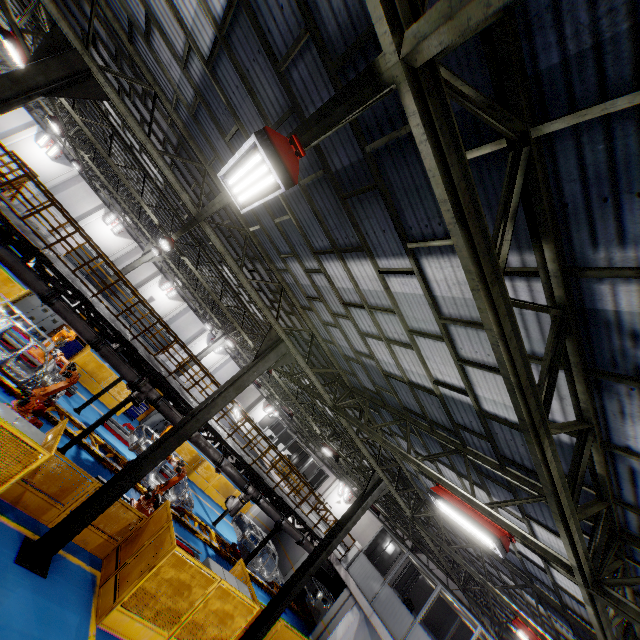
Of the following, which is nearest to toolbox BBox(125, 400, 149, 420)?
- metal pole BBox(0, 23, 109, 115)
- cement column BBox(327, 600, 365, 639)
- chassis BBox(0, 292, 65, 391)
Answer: chassis BBox(0, 292, 65, 391)

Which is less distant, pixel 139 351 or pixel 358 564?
pixel 139 351

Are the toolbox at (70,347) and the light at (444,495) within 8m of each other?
no

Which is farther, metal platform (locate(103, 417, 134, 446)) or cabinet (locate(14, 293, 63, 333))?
cabinet (locate(14, 293, 63, 333))

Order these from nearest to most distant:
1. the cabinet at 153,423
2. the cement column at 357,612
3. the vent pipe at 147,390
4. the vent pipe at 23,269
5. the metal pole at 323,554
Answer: the vent pipe at 23,269 < the metal pole at 323,554 < the vent pipe at 147,390 < the cement column at 357,612 < the cabinet at 153,423

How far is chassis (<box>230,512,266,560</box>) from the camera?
17.17m

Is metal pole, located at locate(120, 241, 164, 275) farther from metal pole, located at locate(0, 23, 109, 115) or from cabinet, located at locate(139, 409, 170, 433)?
metal pole, located at locate(0, 23, 109, 115)

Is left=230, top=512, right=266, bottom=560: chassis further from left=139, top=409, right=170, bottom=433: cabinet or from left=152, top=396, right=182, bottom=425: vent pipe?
left=139, top=409, right=170, bottom=433: cabinet
